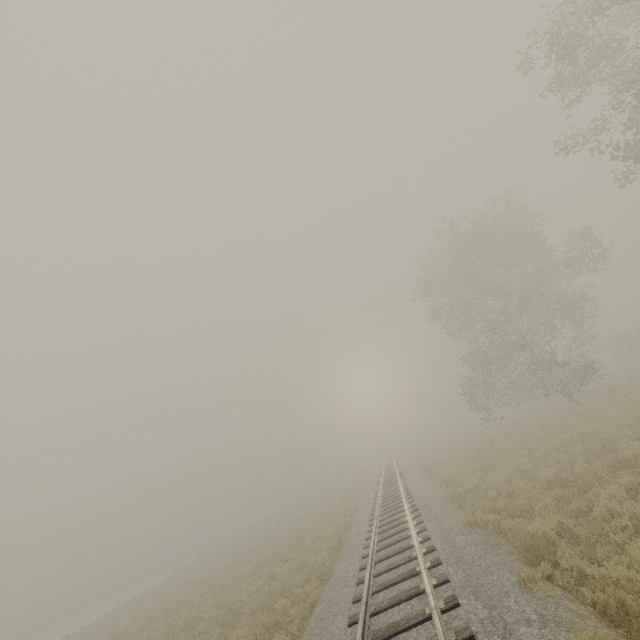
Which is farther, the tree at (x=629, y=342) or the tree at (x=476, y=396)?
the tree at (x=629, y=342)

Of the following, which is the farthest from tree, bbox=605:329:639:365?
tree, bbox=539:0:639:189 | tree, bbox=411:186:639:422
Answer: tree, bbox=539:0:639:189

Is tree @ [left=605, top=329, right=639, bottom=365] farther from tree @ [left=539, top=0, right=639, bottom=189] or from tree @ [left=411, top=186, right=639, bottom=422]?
tree @ [left=539, top=0, right=639, bottom=189]

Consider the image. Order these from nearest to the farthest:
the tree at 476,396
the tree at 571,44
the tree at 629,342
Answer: the tree at 571,44 → the tree at 476,396 → the tree at 629,342

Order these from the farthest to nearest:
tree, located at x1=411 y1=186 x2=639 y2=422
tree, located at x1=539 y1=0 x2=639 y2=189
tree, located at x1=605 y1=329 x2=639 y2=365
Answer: tree, located at x1=605 y1=329 x2=639 y2=365, tree, located at x1=411 y1=186 x2=639 y2=422, tree, located at x1=539 y1=0 x2=639 y2=189

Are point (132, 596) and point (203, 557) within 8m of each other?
no
